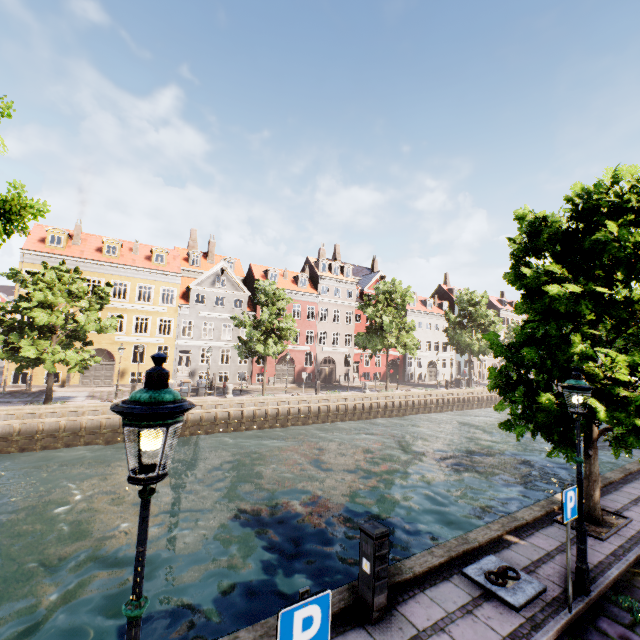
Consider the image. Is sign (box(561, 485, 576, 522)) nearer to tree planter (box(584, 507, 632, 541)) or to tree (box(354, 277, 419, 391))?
tree (box(354, 277, 419, 391))

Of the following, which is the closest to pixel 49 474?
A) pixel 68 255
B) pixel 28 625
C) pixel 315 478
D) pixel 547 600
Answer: pixel 28 625

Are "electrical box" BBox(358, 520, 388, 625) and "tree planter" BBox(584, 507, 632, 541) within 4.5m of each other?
no

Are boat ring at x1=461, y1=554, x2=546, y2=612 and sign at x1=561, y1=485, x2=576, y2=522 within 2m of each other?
yes

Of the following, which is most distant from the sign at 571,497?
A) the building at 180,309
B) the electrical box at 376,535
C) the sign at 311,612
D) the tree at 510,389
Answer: the building at 180,309

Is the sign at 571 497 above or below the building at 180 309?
below

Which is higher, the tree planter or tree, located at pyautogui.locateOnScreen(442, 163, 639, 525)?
tree, located at pyautogui.locateOnScreen(442, 163, 639, 525)

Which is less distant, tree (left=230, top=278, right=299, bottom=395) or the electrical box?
the electrical box
